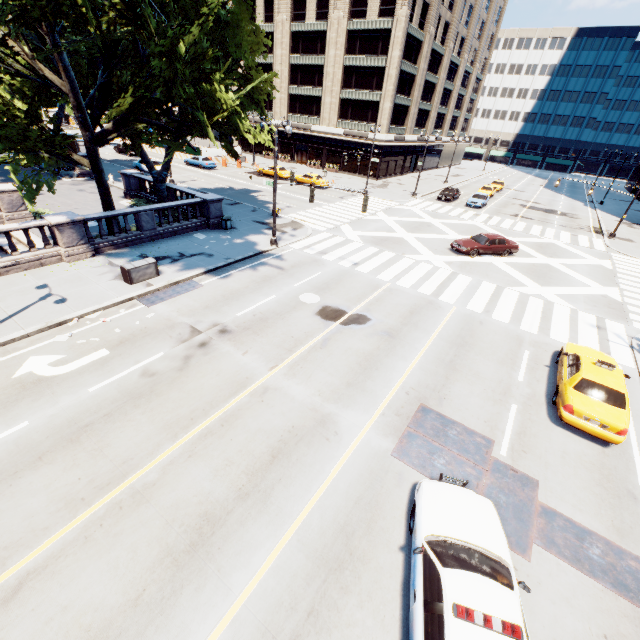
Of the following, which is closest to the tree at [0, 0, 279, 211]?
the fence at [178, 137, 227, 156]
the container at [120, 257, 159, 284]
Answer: the container at [120, 257, 159, 284]

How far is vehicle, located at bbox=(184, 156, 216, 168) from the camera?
43.72m

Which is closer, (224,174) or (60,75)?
(60,75)

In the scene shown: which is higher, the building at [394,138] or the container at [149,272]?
the building at [394,138]

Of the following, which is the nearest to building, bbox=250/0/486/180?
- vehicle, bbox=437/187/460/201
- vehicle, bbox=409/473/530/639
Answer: vehicle, bbox=437/187/460/201

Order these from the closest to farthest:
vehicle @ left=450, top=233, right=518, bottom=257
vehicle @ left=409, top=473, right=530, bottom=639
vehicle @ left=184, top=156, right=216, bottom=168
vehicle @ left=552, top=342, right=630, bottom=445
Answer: vehicle @ left=409, top=473, right=530, bottom=639
vehicle @ left=552, top=342, right=630, bottom=445
vehicle @ left=450, top=233, right=518, bottom=257
vehicle @ left=184, top=156, right=216, bottom=168

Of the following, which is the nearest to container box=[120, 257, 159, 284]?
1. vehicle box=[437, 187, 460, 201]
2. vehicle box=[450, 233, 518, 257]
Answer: vehicle box=[450, 233, 518, 257]

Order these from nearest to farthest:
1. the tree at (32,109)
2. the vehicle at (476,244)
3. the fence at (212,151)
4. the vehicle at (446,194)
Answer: the tree at (32,109), the vehicle at (476,244), the vehicle at (446,194), the fence at (212,151)
